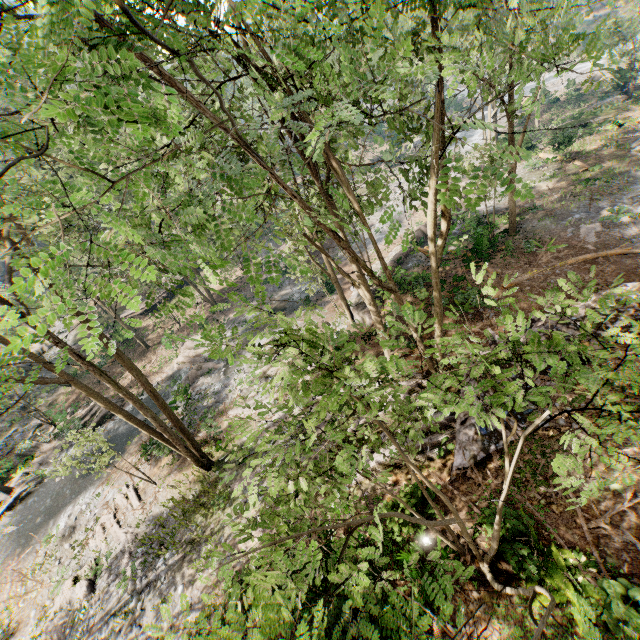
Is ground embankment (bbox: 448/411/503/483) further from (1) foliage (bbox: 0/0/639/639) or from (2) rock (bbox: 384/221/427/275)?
(2) rock (bbox: 384/221/427/275)

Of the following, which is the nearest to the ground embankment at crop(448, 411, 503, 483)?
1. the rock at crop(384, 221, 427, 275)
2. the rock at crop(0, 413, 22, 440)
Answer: the rock at crop(384, 221, 427, 275)

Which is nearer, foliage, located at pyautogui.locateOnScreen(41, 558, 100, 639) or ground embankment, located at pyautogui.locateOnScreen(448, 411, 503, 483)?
ground embankment, located at pyautogui.locateOnScreen(448, 411, 503, 483)

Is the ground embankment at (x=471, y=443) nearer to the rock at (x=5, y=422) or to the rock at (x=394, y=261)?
the rock at (x=394, y=261)

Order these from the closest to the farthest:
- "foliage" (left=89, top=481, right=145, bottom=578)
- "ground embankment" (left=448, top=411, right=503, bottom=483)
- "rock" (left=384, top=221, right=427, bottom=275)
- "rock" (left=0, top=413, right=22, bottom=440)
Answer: "ground embankment" (left=448, top=411, right=503, bottom=483)
"foliage" (left=89, top=481, right=145, bottom=578)
"rock" (left=384, top=221, right=427, bottom=275)
"rock" (left=0, top=413, right=22, bottom=440)

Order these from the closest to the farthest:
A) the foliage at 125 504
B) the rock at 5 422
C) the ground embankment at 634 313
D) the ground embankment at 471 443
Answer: the ground embankment at 471 443, the ground embankment at 634 313, the foliage at 125 504, the rock at 5 422

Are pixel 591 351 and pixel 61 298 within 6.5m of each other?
no

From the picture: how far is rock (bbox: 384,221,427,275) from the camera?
24.02m
